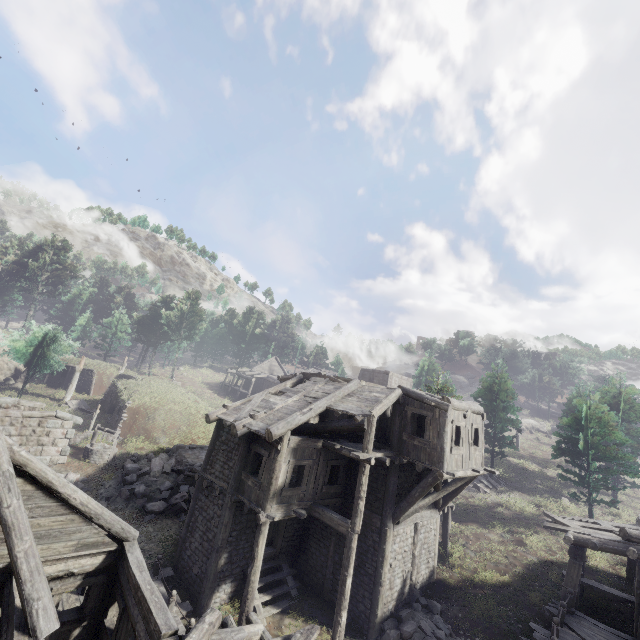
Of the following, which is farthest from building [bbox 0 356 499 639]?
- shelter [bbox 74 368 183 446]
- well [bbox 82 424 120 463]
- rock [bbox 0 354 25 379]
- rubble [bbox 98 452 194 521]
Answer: shelter [bbox 74 368 183 446]

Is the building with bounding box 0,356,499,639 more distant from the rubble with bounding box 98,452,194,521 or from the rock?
the rock

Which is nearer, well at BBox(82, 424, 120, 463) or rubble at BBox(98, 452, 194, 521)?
rubble at BBox(98, 452, 194, 521)

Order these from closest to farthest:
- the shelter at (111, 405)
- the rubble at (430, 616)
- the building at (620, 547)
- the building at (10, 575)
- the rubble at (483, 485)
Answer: the building at (10, 575), the building at (620, 547), the rubble at (430, 616), the shelter at (111, 405), the rubble at (483, 485)

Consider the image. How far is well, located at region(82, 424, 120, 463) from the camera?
21.5 meters

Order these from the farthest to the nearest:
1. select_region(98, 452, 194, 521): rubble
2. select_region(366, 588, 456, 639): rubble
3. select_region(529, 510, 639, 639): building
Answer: select_region(98, 452, 194, 521): rubble → select_region(366, 588, 456, 639): rubble → select_region(529, 510, 639, 639): building

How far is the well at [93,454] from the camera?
21.5 meters

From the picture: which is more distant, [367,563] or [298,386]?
[298,386]
